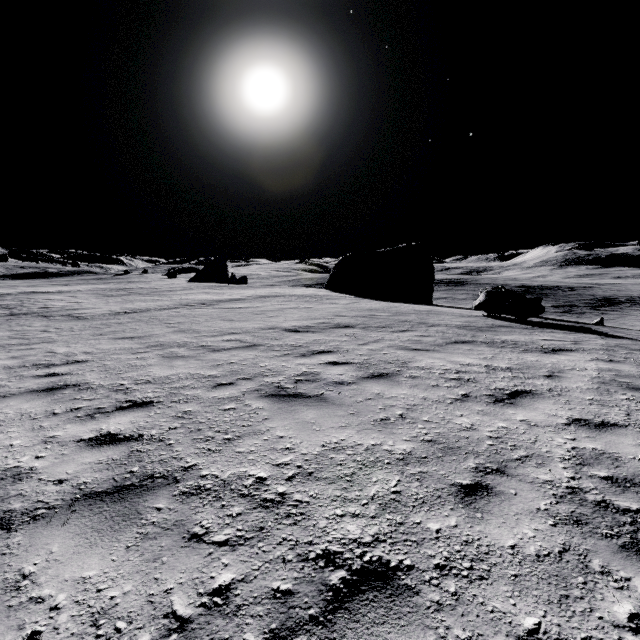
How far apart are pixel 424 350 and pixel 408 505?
5.6 meters

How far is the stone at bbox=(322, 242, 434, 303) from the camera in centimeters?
3259cm

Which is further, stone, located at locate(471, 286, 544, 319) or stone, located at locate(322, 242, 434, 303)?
stone, located at locate(322, 242, 434, 303)

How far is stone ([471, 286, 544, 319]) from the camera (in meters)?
→ 13.55

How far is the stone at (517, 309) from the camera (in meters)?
13.55

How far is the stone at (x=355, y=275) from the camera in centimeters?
3259cm
